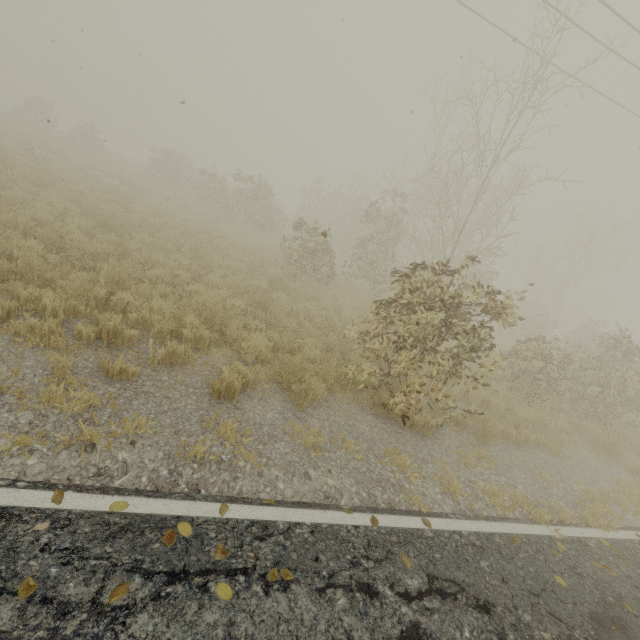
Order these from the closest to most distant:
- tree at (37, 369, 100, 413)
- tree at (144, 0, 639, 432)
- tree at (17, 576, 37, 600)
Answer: tree at (17, 576, 37, 600) < tree at (37, 369, 100, 413) < tree at (144, 0, 639, 432)

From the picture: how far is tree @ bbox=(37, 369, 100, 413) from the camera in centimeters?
365cm

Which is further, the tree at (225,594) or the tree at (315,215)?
the tree at (315,215)

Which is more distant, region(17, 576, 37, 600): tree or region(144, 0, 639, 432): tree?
region(144, 0, 639, 432): tree

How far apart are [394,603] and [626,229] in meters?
52.7 m

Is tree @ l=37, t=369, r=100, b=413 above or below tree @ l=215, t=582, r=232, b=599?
below
